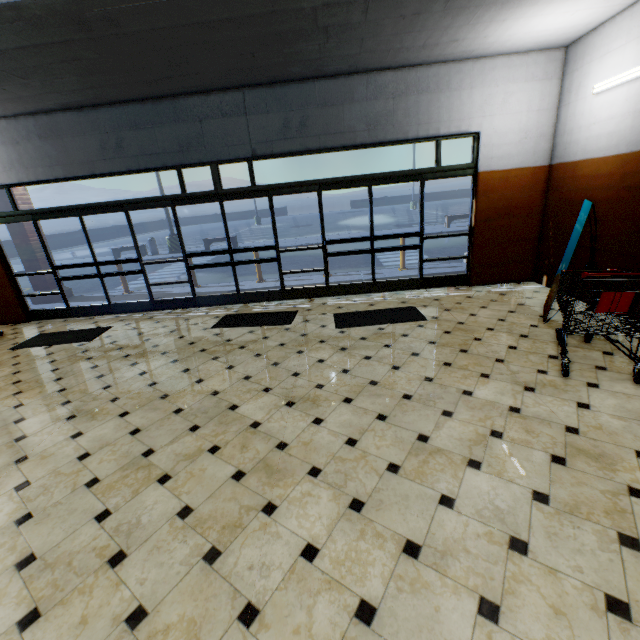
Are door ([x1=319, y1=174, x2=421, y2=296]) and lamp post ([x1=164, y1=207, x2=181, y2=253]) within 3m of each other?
Answer: no

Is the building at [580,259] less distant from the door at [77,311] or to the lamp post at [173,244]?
the door at [77,311]

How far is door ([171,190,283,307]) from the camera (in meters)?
6.43

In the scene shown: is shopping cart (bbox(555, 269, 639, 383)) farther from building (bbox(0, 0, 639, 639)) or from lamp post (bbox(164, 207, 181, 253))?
lamp post (bbox(164, 207, 181, 253))

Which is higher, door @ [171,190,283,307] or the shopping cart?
the shopping cart

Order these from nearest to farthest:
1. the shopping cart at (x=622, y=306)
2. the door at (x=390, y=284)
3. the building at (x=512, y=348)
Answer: the building at (x=512, y=348) → the shopping cart at (x=622, y=306) → the door at (x=390, y=284)

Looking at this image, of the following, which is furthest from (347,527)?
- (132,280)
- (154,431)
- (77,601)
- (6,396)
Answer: (132,280)

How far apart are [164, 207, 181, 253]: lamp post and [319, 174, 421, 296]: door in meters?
13.6 m
